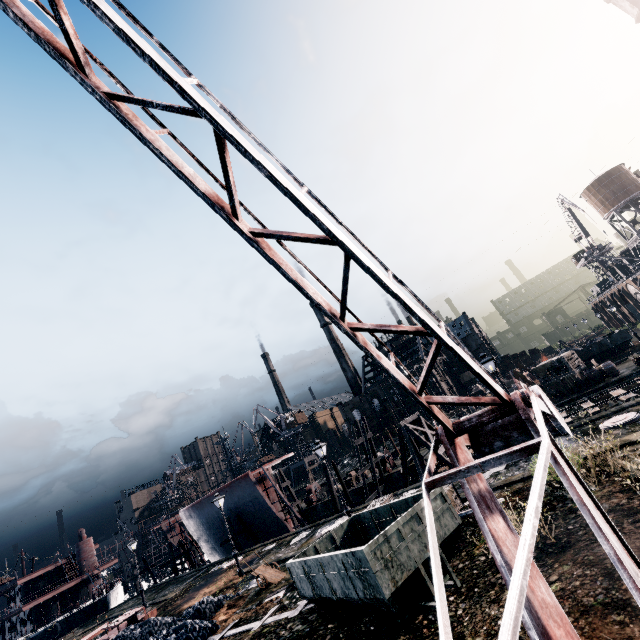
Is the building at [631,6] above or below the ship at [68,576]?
above

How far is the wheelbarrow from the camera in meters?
18.3 m

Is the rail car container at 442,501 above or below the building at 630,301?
below

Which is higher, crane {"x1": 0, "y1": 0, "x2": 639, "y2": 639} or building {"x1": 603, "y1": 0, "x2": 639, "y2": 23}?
building {"x1": 603, "y1": 0, "x2": 639, "y2": 23}

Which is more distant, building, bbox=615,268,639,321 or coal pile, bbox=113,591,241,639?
building, bbox=615,268,639,321

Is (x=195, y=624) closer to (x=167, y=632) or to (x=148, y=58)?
(x=167, y=632)

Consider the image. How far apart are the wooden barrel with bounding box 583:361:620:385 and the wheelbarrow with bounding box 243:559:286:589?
→ 30.9 meters

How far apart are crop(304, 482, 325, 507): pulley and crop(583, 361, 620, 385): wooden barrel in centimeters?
3439cm
